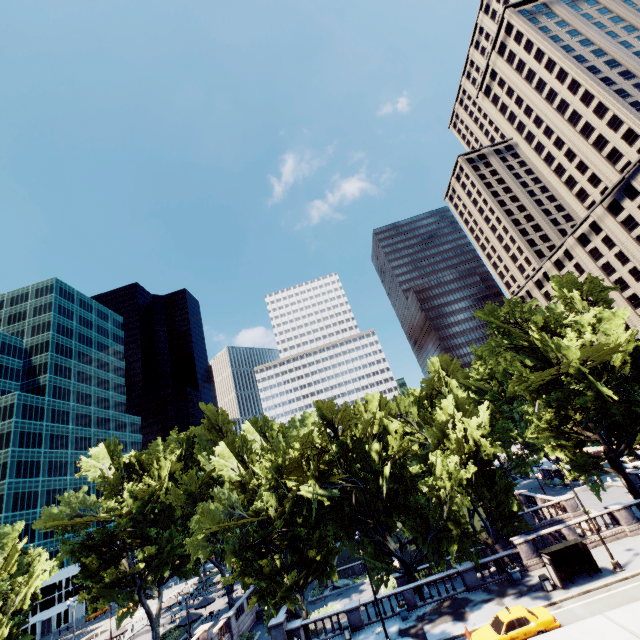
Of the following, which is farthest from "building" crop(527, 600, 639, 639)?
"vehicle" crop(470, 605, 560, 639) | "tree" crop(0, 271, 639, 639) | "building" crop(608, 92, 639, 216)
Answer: "building" crop(608, 92, 639, 216)

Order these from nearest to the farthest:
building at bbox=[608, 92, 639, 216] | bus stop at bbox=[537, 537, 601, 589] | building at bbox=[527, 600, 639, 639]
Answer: building at bbox=[527, 600, 639, 639] < bus stop at bbox=[537, 537, 601, 589] < building at bbox=[608, 92, 639, 216]

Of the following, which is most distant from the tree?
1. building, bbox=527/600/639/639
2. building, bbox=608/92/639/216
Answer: building, bbox=527/600/639/639

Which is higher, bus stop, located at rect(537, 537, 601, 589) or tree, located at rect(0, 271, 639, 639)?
tree, located at rect(0, 271, 639, 639)

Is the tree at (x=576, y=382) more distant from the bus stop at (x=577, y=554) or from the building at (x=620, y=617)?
the building at (x=620, y=617)

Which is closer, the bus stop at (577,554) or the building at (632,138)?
the bus stop at (577,554)

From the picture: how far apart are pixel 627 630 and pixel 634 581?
29.7 meters

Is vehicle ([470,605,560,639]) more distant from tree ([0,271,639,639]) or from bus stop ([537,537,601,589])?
tree ([0,271,639,639])
